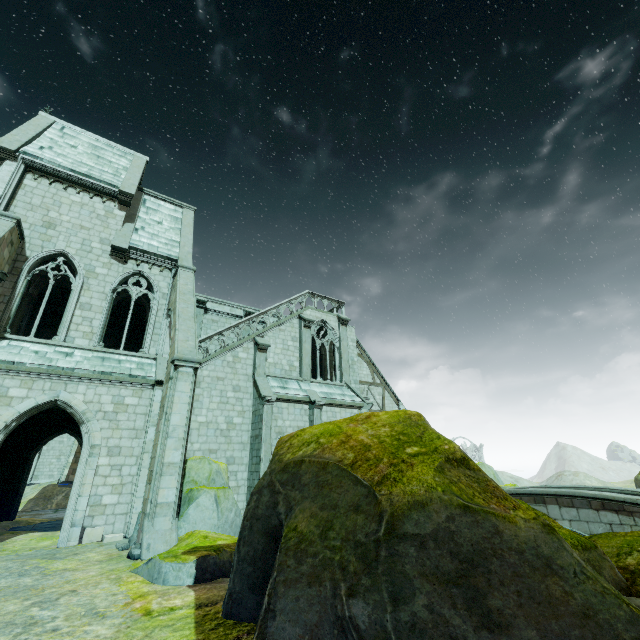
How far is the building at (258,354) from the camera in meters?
16.2 m

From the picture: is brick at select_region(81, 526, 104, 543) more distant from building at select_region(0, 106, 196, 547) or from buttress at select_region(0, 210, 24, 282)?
buttress at select_region(0, 210, 24, 282)

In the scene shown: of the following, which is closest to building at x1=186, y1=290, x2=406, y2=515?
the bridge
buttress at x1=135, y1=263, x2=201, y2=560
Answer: buttress at x1=135, y1=263, x2=201, y2=560

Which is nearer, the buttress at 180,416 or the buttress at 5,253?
the buttress at 180,416

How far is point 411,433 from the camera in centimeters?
629cm

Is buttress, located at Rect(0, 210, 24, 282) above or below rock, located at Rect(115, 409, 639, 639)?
above

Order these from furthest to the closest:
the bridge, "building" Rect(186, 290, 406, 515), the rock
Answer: "building" Rect(186, 290, 406, 515) → the bridge → the rock

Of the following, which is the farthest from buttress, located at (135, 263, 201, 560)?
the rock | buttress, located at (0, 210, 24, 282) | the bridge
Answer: the bridge
